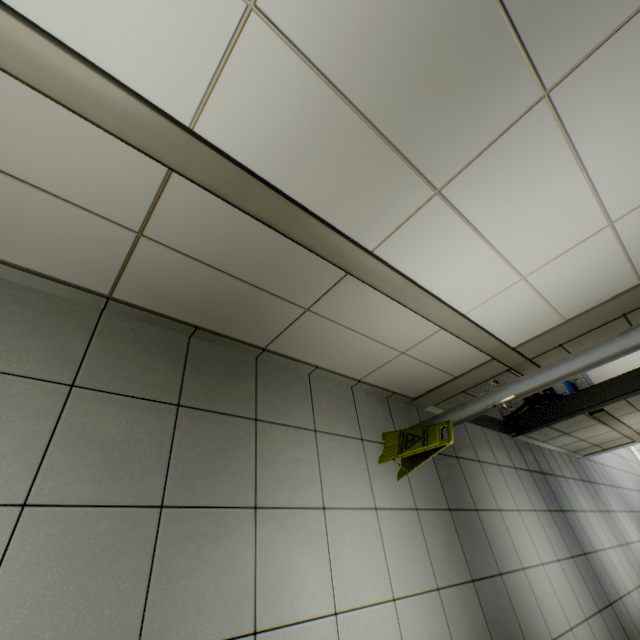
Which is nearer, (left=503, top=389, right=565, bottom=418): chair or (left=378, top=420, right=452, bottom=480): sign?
(left=378, top=420, right=452, bottom=480): sign

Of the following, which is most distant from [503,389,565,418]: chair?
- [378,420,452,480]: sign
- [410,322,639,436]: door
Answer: [378,420,452,480]: sign

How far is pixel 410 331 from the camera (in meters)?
2.39

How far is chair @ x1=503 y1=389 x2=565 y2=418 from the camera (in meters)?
4.70

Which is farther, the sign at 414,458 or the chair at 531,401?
the chair at 531,401

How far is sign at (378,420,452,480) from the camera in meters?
2.4 m

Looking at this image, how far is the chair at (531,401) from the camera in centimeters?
470cm
